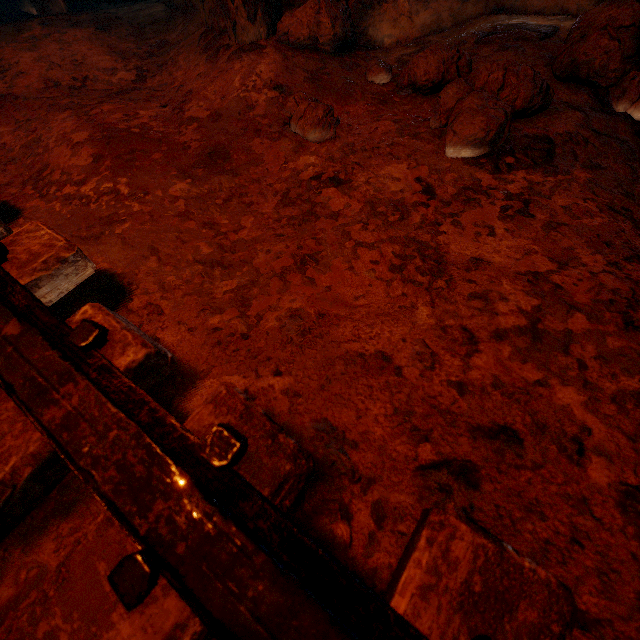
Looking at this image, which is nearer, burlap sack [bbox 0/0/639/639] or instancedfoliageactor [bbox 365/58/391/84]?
burlap sack [bbox 0/0/639/639]

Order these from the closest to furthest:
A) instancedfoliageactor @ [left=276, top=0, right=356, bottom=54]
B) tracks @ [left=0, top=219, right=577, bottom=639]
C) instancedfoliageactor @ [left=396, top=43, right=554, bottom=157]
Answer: tracks @ [left=0, top=219, right=577, bottom=639], instancedfoliageactor @ [left=396, top=43, right=554, bottom=157], instancedfoliageactor @ [left=276, top=0, right=356, bottom=54]

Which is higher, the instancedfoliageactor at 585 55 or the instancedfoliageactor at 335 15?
the instancedfoliageactor at 335 15

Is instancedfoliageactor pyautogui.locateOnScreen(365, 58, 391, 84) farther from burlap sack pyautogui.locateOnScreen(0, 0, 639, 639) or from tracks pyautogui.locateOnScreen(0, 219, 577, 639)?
tracks pyautogui.locateOnScreen(0, 219, 577, 639)

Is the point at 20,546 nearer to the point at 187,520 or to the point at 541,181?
the point at 187,520

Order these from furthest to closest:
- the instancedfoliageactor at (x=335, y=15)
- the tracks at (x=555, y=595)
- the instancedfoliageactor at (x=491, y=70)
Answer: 1. the instancedfoliageactor at (x=335, y=15)
2. the instancedfoliageactor at (x=491, y=70)
3. the tracks at (x=555, y=595)

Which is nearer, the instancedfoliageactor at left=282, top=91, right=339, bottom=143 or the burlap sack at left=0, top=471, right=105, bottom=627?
the burlap sack at left=0, top=471, right=105, bottom=627

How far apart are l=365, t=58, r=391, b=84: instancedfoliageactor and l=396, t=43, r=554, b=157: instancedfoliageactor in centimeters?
22cm
